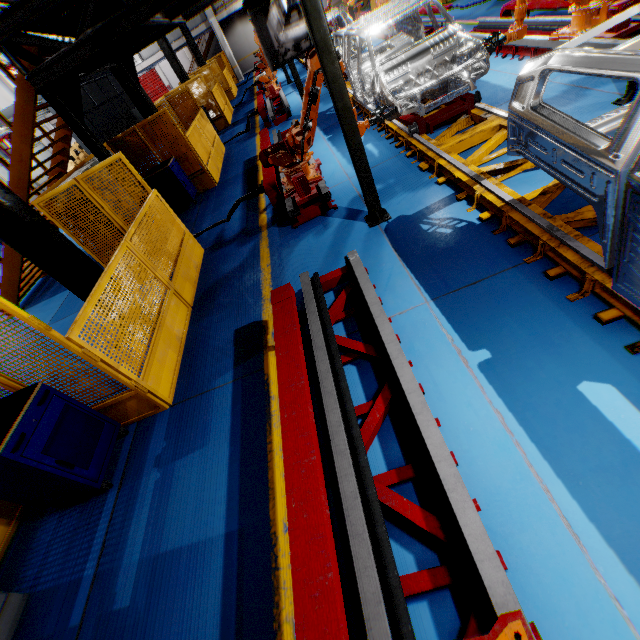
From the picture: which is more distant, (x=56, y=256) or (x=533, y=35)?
(x=533, y=35)

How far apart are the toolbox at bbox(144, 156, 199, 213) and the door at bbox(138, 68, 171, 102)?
36.51m

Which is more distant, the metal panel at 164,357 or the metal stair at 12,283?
the metal stair at 12,283

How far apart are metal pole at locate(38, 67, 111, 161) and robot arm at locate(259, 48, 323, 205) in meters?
2.4

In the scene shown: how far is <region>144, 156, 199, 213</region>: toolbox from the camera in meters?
8.8 m

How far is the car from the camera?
18.64m

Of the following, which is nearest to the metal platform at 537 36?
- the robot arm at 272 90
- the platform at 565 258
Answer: the platform at 565 258

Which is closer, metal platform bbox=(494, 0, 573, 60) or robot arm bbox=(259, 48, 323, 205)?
robot arm bbox=(259, 48, 323, 205)
